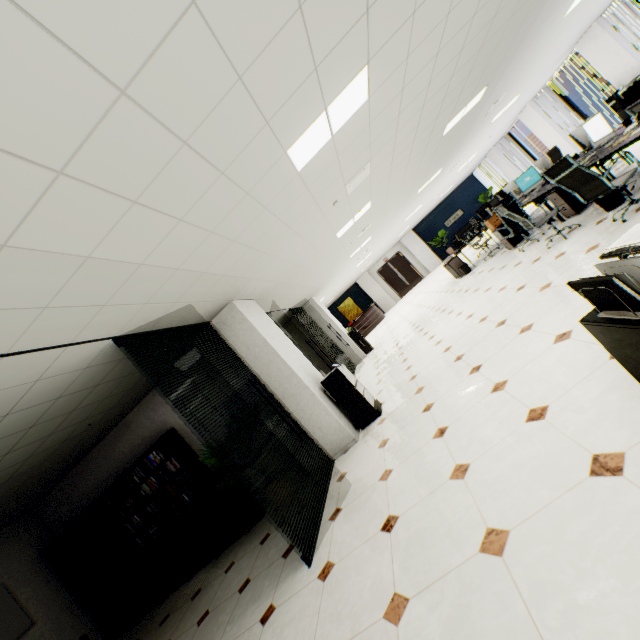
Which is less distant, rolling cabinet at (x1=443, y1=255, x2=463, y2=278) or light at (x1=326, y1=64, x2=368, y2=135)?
light at (x1=326, y1=64, x2=368, y2=135)

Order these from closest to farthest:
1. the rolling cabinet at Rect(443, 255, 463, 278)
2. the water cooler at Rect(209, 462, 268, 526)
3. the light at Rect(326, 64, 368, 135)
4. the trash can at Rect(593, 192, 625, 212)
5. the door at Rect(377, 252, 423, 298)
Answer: the light at Rect(326, 64, 368, 135) → the trash can at Rect(593, 192, 625, 212) → the water cooler at Rect(209, 462, 268, 526) → the rolling cabinet at Rect(443, 255, 463, 278) → the door at Rect(377, 252, 423, 298)

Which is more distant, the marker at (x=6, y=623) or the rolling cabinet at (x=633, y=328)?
the marker at (x=6, y=623)

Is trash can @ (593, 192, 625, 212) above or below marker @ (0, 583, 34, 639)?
below

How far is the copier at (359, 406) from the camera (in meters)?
5.23

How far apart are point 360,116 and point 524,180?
6.2m

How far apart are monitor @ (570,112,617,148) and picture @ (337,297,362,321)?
17.38m

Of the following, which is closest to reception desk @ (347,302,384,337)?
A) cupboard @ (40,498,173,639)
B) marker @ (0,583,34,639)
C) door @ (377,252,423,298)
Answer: door @ (377,252,423,298)
